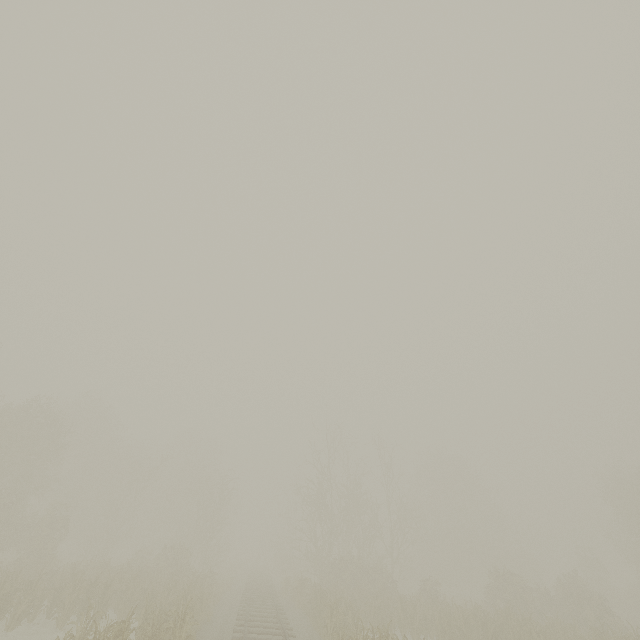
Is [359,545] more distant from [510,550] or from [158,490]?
[158,490]
